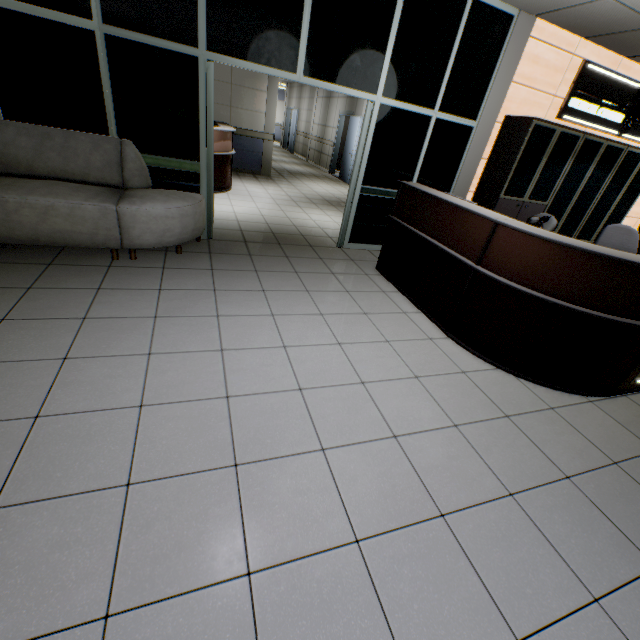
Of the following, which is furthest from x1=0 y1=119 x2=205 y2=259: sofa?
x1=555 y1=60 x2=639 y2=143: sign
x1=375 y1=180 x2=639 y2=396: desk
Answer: x1=555 y1=60 x2=639 y2=143: sign

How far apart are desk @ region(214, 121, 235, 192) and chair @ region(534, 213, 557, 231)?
5.1 meters

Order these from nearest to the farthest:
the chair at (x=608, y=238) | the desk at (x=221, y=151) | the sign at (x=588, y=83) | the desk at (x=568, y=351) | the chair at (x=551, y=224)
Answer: the desk at (x=568, y=351) < the chair at (x=551, y=224) < the chair at (x=608, y=238) < the sign at (x=588, y=83) < the desk at (x=221, y=151)

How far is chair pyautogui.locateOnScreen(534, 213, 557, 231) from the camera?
3.6m

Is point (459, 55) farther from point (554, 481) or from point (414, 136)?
point (554, 481)

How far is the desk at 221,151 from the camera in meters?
6.3 m

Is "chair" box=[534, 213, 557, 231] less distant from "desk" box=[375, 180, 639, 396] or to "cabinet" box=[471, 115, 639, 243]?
"desk" box=[375, 180, 639, 396]

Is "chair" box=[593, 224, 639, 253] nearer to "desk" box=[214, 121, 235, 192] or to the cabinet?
the cabinet
